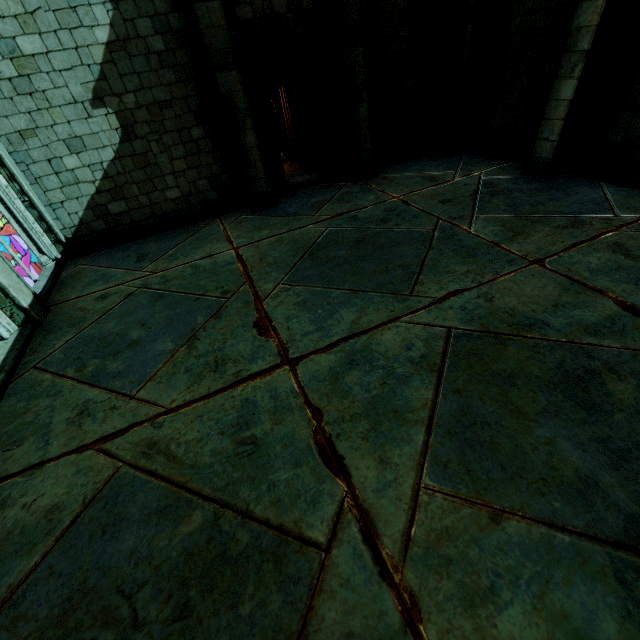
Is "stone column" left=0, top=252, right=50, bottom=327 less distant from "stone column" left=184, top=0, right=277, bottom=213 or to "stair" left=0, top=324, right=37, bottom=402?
"stair" left=0, top=324, right=37, bottom=402

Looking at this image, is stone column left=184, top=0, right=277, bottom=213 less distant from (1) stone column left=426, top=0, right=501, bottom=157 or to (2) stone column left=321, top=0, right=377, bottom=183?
(2) stone column left=321, top=0, right=377, bottom=183

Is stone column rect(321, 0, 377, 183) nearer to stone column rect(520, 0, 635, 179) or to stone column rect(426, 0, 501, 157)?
stone column rect(426, 0, 501, 157)

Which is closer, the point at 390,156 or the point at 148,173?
the point at 148,173

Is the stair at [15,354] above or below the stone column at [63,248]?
below

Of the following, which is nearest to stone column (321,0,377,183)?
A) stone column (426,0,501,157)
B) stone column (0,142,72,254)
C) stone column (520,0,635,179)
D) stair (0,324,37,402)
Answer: stone column (426,0,501,157)

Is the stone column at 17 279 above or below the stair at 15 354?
above

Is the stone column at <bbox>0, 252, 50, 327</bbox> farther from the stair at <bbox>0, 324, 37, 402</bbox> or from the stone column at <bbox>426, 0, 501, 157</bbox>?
the stone column at <bbox>426, 0, 501, 157</bbox>
